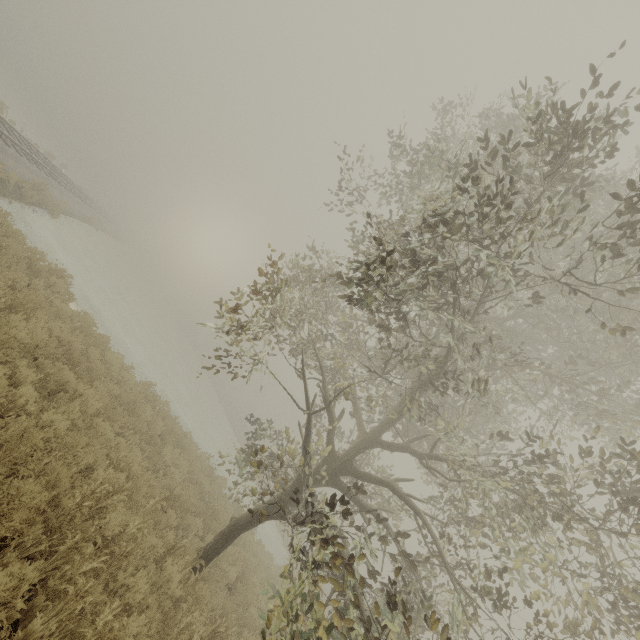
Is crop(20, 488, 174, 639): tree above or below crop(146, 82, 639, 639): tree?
below

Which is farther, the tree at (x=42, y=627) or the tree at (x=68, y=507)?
the tree at (x=68, y=507)

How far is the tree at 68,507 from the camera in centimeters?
437cm

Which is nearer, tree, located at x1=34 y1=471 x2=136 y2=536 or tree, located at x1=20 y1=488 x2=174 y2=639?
tree, located at x1=20 y1=488 x2=174 y2=639

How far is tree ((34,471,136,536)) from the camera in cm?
437

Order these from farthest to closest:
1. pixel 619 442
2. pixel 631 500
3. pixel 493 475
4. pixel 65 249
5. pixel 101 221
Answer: pixel 101 221, pixel 65 249, pixel 619 442, pixel 493 475, pixel 631 500
